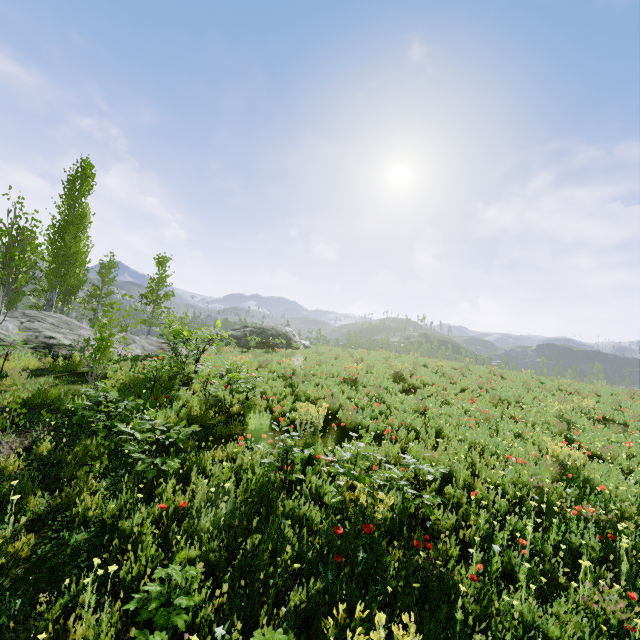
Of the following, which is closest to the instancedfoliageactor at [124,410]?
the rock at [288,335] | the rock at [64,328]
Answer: the rock at [64,328]

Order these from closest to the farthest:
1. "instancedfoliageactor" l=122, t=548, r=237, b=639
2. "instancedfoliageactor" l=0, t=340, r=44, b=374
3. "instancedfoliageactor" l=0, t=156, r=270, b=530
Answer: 1. "instancedfoliageactor" l=122, t=548, r=237, b=639
2. "instancedfoliageactor" l=0, t=156, r=270, b=530
3. "instancedfoliageactor" l=0, t=340, r=44, b=374

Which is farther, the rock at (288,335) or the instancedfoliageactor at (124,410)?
the rock at (288,335)

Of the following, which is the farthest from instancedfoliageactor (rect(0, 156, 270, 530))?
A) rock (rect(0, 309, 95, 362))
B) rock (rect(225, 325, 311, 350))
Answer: rock (rect(225, 325, 311, 350))

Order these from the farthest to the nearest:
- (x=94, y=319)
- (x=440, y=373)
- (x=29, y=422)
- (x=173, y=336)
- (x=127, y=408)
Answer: (x=94, y=319)
(x=440, y=373)
(x=173, y=336)
(x=29, y=422)
(x=127, y=408)

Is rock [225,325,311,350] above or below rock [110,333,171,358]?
above

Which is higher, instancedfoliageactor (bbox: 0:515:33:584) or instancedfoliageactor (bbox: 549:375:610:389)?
instancedfoliageactor (bbox: 549:375:610:389)

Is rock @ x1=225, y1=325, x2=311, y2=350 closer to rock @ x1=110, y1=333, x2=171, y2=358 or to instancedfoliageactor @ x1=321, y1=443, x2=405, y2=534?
rock @ x1=110, y1=333, x2=171, y2=358
